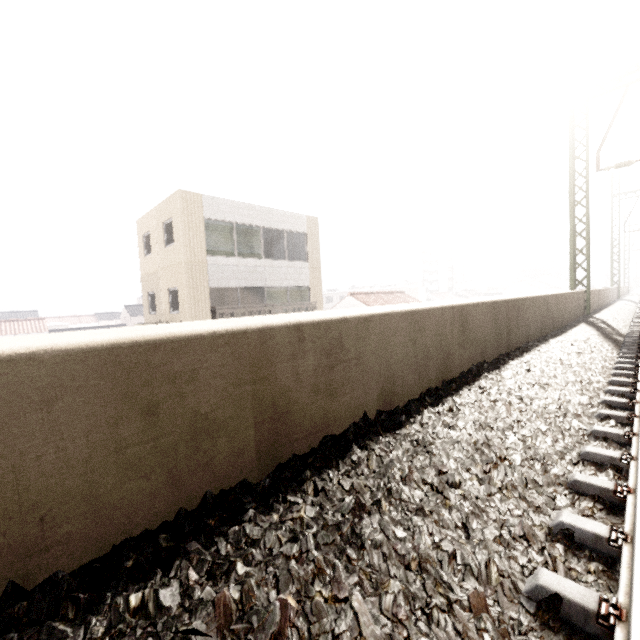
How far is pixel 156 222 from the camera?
15.09m
